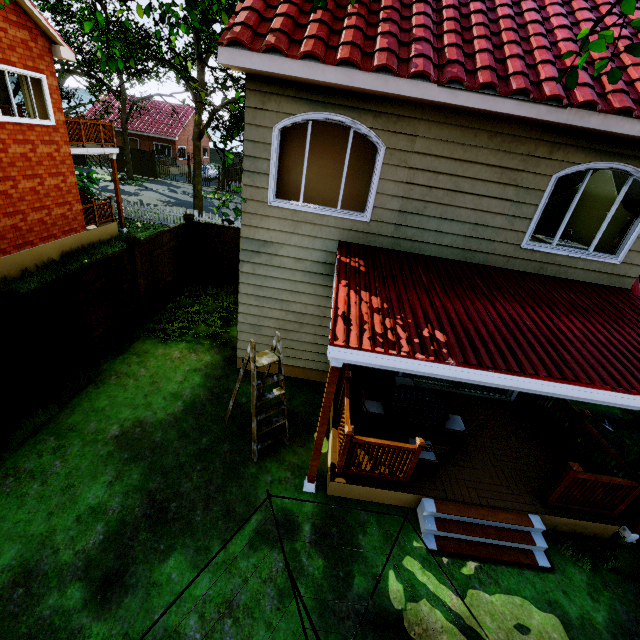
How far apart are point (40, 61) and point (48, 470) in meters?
12.5

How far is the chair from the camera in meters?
6.2

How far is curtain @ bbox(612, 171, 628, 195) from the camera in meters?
5.8 m

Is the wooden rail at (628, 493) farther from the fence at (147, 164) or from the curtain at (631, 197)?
the fence at (147, 164)

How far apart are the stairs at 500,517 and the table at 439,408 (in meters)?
0.99

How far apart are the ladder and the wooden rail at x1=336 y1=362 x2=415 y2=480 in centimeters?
98cm

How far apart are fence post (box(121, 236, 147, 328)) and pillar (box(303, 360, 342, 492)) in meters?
6.2 m

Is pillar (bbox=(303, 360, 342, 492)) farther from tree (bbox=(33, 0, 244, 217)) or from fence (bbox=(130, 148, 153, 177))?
fence (bbox=(130, 148, 153, 177))
